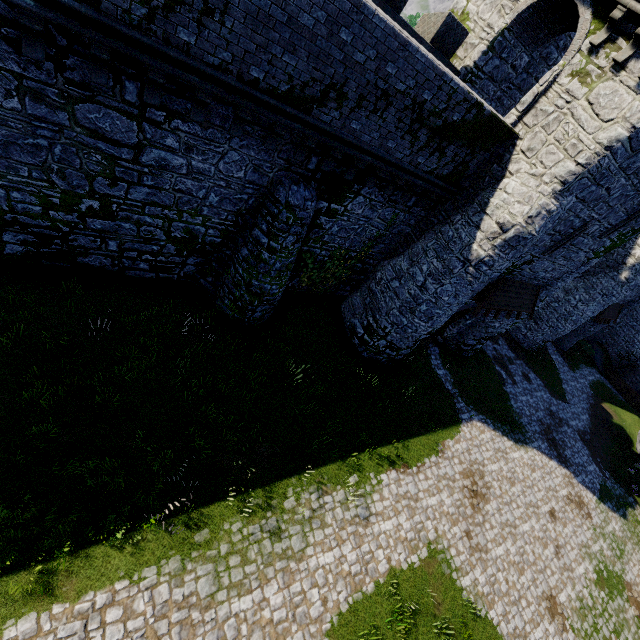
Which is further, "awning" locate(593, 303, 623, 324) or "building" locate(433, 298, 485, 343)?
"awning" locate(593, 303, 623, 324)

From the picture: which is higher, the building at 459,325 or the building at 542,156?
the building at 542,156

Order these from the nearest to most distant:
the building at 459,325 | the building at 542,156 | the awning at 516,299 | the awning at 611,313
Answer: the building at 542,156
the awning at 516,299
the building at 459,325
the awning at 611,313

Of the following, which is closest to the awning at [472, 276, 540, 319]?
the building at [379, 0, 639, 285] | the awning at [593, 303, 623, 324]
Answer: the building at [379, 0, 639, 285]

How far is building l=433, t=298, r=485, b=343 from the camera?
16.77m

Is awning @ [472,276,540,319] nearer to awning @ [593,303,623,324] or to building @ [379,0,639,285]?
building @ [379,0,639,285]

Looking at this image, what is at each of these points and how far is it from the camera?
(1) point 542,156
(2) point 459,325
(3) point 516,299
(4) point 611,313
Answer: (1) building, 10.6m
(2) building, 19.6m
(3) awning, 16.3m
(4) awning, 28.1m
